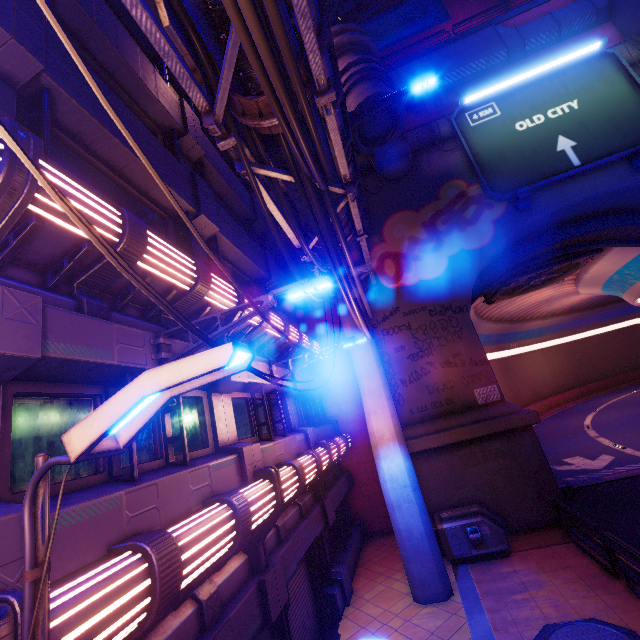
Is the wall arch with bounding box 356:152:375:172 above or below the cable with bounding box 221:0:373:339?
above

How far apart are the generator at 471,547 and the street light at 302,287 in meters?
10.3

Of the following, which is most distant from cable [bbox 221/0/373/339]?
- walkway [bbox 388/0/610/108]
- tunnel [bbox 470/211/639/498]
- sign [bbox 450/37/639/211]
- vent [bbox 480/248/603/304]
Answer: walkway [bbox 388/0/610/108]

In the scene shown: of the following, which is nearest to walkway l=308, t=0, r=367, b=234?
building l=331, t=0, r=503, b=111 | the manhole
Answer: the manhole

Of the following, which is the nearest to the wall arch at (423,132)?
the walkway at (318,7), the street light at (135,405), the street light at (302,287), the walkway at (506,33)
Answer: the walkway at (318,7)

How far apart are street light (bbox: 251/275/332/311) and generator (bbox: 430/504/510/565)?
10.3m

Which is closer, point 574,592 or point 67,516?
point 67,516

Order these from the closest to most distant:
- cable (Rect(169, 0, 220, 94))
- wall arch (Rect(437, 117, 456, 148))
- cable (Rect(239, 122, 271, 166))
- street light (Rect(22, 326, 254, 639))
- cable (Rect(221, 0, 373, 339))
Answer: street light (Rect(22, 326, 254, 639))
cable (Rect(221, 0, 373, 339))
cable (Rect(169, 0, 220, 94))
cable (Rect(239, 122, 271, 166))
wall arch (Rect(437, 117, 456, 148))
